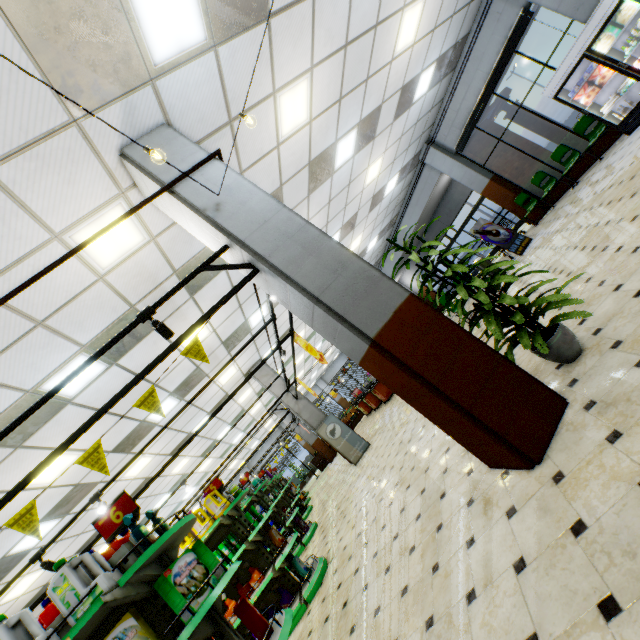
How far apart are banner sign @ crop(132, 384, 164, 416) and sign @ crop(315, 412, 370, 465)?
8.8m

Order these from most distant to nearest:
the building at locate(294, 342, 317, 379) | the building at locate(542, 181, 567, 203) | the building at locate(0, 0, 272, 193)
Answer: the building at locate(294, 342, 317, 379) < the building at locate(542, 181, 567, 203) < the building at locate(0, 0, 272, 193)

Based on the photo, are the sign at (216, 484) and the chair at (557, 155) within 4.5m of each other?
no

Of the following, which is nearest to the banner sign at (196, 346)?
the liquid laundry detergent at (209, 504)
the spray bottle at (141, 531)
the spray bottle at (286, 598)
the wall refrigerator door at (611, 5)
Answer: the spray bottle at (141, 531)

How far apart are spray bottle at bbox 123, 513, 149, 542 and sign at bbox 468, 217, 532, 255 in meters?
10.7 m

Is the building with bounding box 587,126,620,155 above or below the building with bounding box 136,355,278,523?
below

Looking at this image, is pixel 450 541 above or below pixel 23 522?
below

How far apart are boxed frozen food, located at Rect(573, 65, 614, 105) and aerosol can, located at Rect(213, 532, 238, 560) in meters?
12.4
